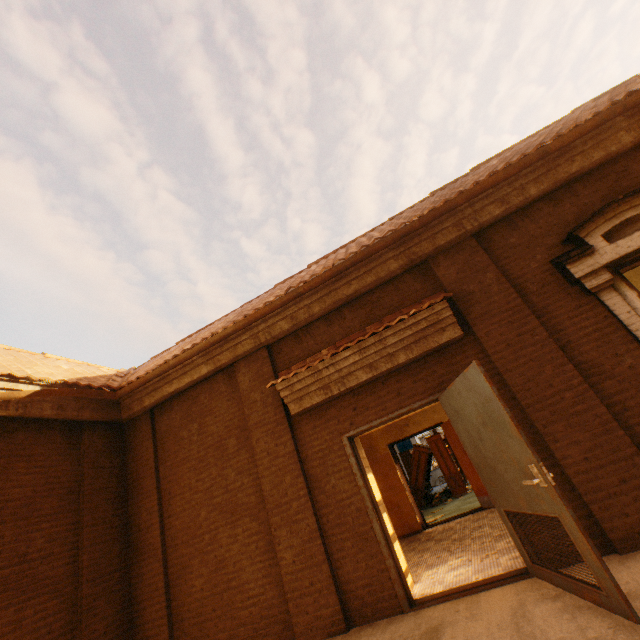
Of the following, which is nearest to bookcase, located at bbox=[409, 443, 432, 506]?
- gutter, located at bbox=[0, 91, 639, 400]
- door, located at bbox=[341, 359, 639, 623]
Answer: door, located at bbox=[341, 359, 639, 623]

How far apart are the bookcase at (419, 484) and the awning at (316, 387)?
9.4 meters

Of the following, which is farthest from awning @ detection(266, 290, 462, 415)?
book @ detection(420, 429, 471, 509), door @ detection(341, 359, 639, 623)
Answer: book @ detection(420, 429, 471, 509)

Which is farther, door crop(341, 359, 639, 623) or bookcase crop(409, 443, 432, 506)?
bookcase crop(409, 443, 432, 506)

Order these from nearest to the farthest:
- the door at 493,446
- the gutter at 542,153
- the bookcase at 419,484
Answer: the door at 493,446
the gutter at 542,153
the bookcase at 419,484

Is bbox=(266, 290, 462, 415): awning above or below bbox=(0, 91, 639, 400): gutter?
below

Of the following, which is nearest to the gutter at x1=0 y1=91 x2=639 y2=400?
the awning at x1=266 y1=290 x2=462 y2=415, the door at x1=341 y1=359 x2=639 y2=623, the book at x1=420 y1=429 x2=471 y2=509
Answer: the awning at x1=266 y1=290 x2=462 y2=415

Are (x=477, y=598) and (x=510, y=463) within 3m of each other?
yes
